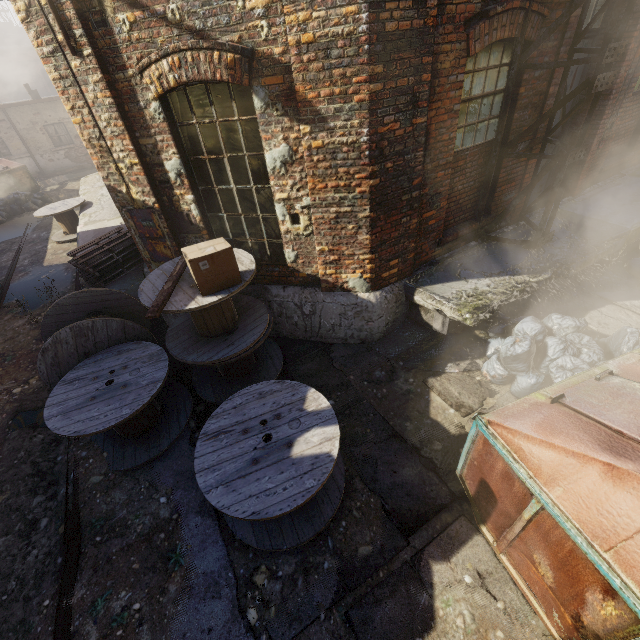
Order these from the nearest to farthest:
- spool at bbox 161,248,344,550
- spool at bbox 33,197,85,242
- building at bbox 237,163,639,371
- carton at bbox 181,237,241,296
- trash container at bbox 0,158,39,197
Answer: spool at bbox 161,248,344,550
carton at bbox 181,237,241,296
building at bbox 237,163,639,371
spool at bbox 33,197,85,242
trash container at bbox 0,158,39,197

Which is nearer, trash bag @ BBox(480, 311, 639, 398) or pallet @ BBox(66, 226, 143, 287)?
trash bag @ BBox(480, 311, 639, 398)

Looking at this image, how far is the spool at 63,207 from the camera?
10.4 meters

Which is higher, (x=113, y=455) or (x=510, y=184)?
(x=510, y=184)

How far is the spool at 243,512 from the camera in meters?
3.0

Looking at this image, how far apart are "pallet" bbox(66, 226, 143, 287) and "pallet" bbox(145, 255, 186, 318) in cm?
261

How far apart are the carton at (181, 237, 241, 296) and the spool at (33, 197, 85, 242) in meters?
9.6 m

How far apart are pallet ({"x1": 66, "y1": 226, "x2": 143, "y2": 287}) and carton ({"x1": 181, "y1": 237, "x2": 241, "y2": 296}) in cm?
354
